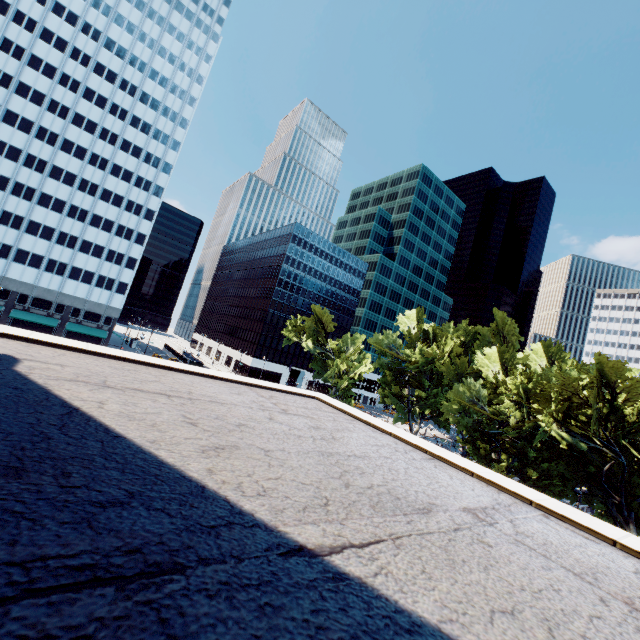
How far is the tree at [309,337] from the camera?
57.0 meters

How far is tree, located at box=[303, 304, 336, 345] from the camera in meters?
57.0 m

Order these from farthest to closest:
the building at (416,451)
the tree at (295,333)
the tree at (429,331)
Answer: the tree at (295,333)
the tree at (429,331)
the building at (416,451)

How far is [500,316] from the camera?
50.0m

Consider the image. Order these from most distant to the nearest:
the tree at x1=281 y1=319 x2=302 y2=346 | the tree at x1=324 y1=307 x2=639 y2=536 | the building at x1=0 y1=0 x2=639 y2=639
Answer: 1. the tree at x1=281 y1=319 x2=302 y2=346
2. the tree at x1=324 y1=307 x2=639 y2=536
3. the building at x1=0 y1=0 x2=639 y2=639

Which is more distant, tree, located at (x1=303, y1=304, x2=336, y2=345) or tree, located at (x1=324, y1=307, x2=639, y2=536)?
tree, located at (x1=303, y1=304, x2=336, y2=345)
